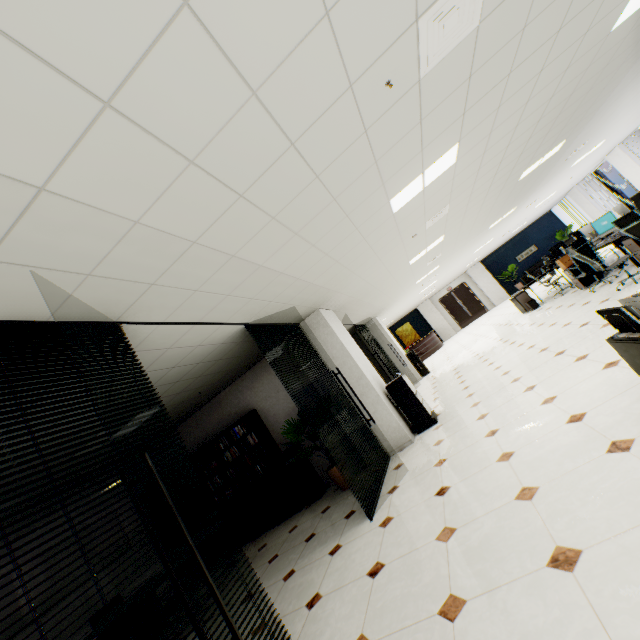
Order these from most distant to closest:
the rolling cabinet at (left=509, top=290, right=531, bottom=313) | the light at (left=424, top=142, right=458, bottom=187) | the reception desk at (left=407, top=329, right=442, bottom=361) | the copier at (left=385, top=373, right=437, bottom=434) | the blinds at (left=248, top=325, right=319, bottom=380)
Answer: the reception desk at (left=407, top=329, right=442, bottom=361) < the rolling cabinet at (left=509, top=290, right=531, bottom=313) < the copier at (left=385, top=373, right=437, bottom=434) < the blinds at (left=248, top=325, right=319, bottom=380) < the light at (left=424, top=142, right=458, bottom=187)

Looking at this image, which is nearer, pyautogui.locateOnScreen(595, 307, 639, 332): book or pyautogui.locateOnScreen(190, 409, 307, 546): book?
pyautogui.locateOnScreen(595, 307, 639, 332): book

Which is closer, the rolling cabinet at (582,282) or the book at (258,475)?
the book at (258,475)

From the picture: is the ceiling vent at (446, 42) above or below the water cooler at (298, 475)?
above

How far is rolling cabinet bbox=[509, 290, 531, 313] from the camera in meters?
10.5 m

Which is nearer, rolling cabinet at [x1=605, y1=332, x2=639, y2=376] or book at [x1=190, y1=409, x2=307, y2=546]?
rolling cabinet at [x1=605, y1=332, x2=639, y2=376]

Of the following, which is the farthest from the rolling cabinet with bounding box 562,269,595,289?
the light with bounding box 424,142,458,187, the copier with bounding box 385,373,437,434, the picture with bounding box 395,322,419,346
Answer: the picture with bounding box 395,322,419,346

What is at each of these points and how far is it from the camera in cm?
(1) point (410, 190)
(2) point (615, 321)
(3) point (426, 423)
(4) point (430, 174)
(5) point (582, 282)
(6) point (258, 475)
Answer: (1) light, 404
(2) book, 230
(3) copier, 588
(4) light, 400
(5) rolling cabinet, 804
(6) book, 674
